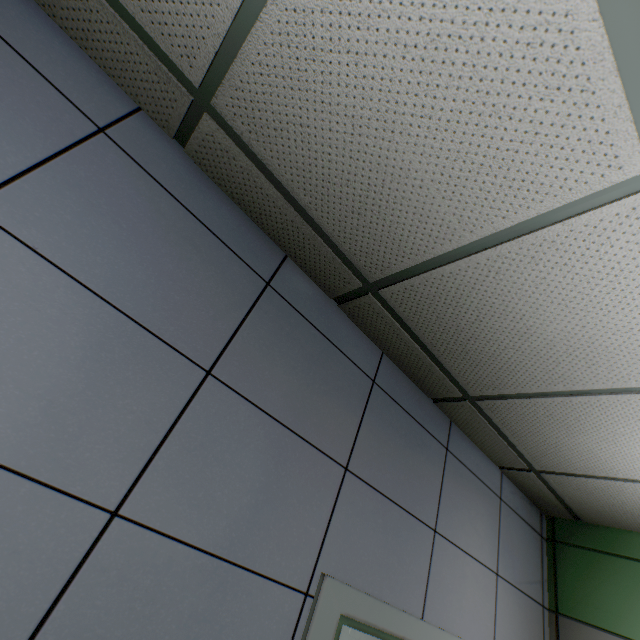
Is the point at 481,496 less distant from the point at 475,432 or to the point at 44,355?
the point at 475,432
